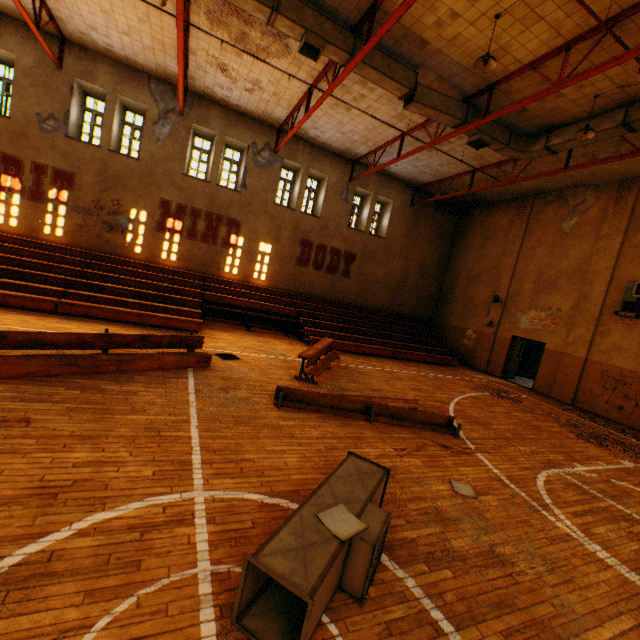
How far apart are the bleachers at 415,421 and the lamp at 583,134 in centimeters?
831cm

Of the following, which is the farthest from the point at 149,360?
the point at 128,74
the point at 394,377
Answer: the point at 128,74

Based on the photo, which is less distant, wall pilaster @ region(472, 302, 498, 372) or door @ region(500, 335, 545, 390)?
door @ region(500, 335, 545, 390)

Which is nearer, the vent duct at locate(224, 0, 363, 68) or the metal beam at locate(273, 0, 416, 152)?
the metal beam at locate(273, 0, 416, 152)

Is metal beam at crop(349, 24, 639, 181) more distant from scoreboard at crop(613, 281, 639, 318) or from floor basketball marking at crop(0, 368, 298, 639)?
floor basketball marking at crop(0, 368, 298, 639)

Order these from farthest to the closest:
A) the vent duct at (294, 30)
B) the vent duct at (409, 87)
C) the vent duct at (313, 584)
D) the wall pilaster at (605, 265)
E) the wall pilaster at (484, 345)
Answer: the wall pilaster at (484, 345), the wall pilaster at (605, 265), the vent duct at (409, 87), the vent duct at (294, 30), the vent duct at (313, 584)

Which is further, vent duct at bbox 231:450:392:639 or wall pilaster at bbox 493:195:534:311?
wall pilaster at bbox 493:195:534:311

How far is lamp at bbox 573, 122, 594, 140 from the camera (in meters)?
8.47
